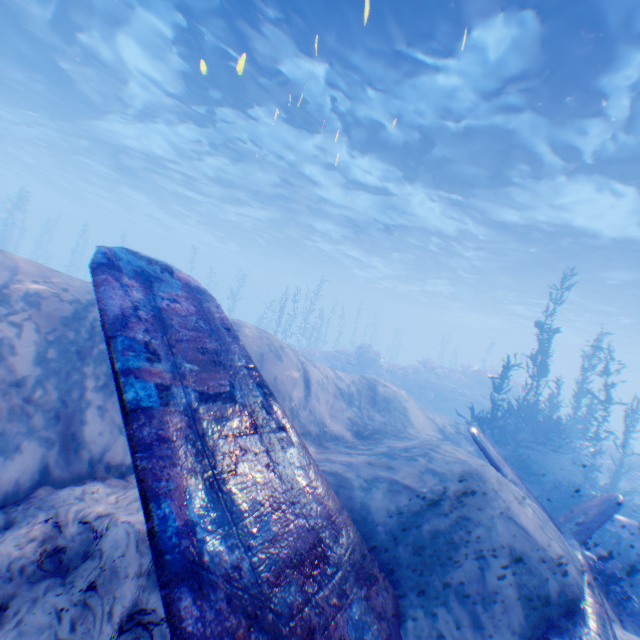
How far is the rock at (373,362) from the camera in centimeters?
2208cm

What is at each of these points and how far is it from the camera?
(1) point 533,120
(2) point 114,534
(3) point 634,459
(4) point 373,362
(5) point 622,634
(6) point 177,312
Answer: (1) light, 11.1m
(2) rock, 3.0m
(3) rock, 16.9m
(4) rock, 22.8m
(5) rock, 4.8m
(6) plane, 4.0m

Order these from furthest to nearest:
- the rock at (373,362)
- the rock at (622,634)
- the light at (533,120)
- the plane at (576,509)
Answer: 1. the rock at (373,362)
2. the light at (533,120)
3. the rock at (622,634)
4. the plane at (576,509)

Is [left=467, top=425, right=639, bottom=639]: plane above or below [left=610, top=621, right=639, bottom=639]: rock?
above

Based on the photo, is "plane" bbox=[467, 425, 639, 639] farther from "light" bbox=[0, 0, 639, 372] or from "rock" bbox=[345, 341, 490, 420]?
"rock" bbox=[345, 341, 490, 420]

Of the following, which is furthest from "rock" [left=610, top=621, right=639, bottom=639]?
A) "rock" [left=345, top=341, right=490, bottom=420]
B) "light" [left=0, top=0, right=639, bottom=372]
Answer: "rock" [left=345, top=341, right=490, bottom=420]

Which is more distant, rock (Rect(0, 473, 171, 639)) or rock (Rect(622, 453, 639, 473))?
rock (Rect(622, 453, 639, 473))

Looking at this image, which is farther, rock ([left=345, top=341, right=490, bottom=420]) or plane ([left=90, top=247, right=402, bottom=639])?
rock ([left=345, top=341, right=490, bottom=420])
